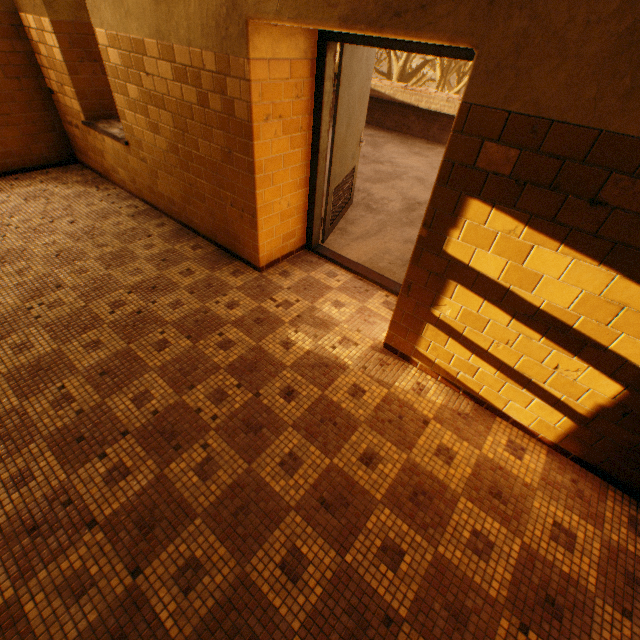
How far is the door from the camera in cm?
260

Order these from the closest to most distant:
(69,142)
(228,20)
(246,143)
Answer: (228,20) → (246,143) → (69,142)

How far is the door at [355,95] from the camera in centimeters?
260cm

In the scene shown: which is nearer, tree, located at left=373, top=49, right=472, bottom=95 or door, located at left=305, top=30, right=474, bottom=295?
door, located at left=305, top=30, right=474, bottom=295

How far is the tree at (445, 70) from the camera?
17.8m

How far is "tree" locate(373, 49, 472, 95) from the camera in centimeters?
1777cm
